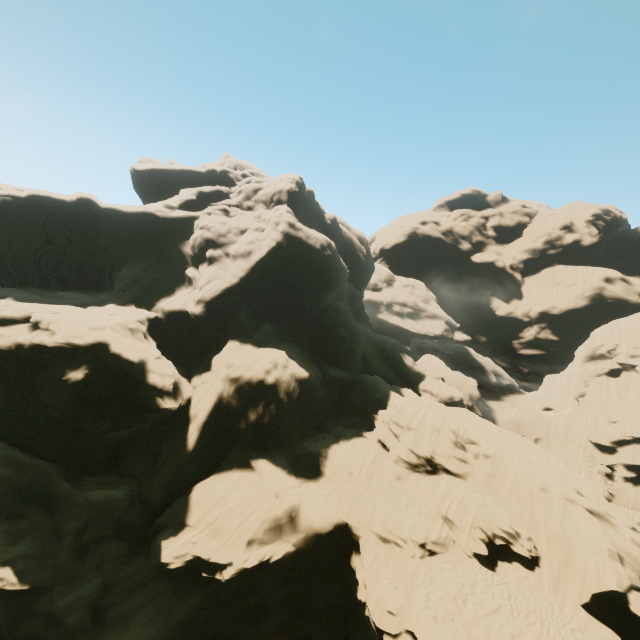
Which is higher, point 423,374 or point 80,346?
point 80,346
